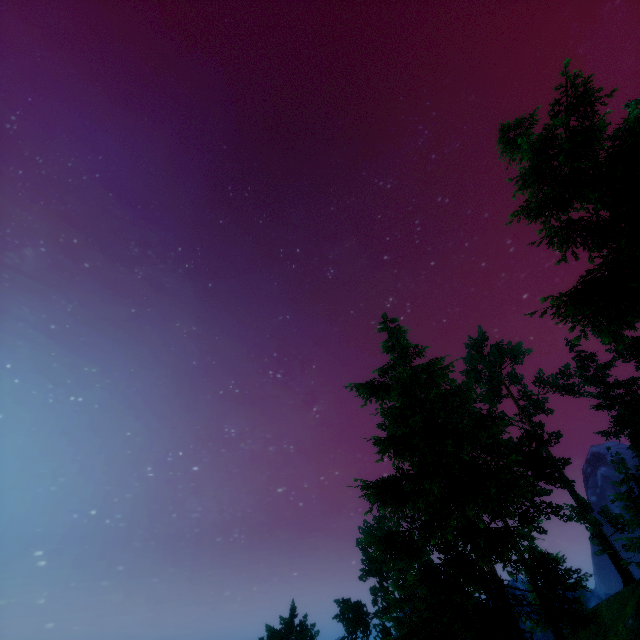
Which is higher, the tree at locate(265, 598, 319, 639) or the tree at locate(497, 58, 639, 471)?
the tree at locate(497, 58, 639, 471)

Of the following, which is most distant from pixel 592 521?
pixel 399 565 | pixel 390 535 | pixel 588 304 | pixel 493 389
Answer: pixel 588 304

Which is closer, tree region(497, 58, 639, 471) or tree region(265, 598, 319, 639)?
tree region(497, 58, 639, 471)

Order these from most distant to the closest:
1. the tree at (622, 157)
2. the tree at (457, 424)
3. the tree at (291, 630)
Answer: the tree at (291, 630), the tree at (457, 424), the tree at (622, 157)

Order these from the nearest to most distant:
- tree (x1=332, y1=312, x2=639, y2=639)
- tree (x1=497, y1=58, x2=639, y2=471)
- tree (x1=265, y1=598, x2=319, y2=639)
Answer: tree (x1=497, y1=58, x2=639, y2=471) < tree (x1=332, y1=312, x2=639, y2=639) < tree (x1=265, y1=598, x2=319, y2=639)

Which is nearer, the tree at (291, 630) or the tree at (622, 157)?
the tree at (622, 157)
